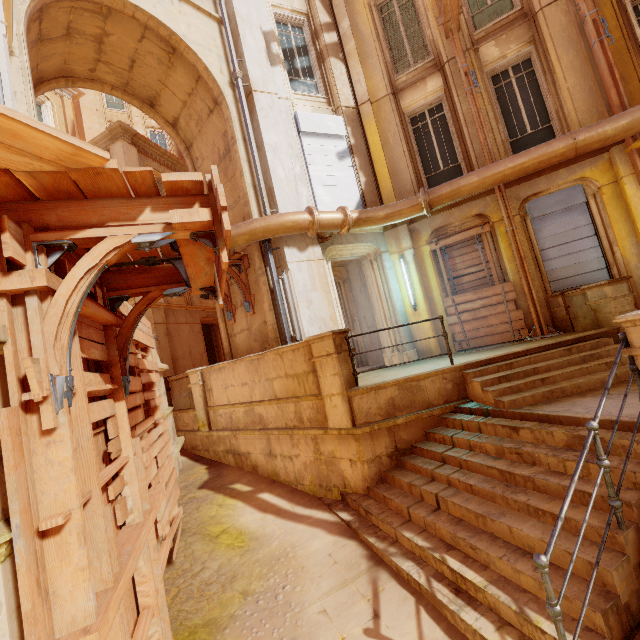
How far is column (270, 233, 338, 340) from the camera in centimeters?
775cm

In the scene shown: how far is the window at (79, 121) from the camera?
19.9m

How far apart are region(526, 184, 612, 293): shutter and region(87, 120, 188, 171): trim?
16.5m

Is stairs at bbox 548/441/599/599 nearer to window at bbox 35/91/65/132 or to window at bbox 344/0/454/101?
window at bbox 344/0/454/101

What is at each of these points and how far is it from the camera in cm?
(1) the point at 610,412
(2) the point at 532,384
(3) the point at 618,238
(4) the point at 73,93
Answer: (1) building, 399
(2) stairs, 538
(3) column, 734
(4) trim, 1648

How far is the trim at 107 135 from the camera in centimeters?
1473cm

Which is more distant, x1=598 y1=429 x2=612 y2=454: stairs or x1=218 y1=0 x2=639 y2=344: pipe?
x1=218 y1=0 x2=639 y2=344: pipe

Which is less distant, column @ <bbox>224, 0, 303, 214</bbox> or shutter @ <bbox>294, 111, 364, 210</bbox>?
column @ <bbox>224, 0, 303, 214</bbox>
